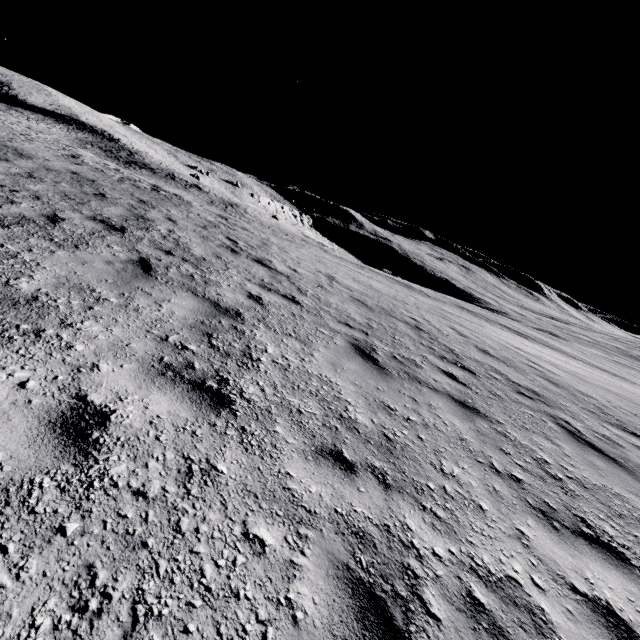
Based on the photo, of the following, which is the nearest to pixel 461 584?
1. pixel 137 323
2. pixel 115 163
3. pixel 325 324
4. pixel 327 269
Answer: pixel 137 323
